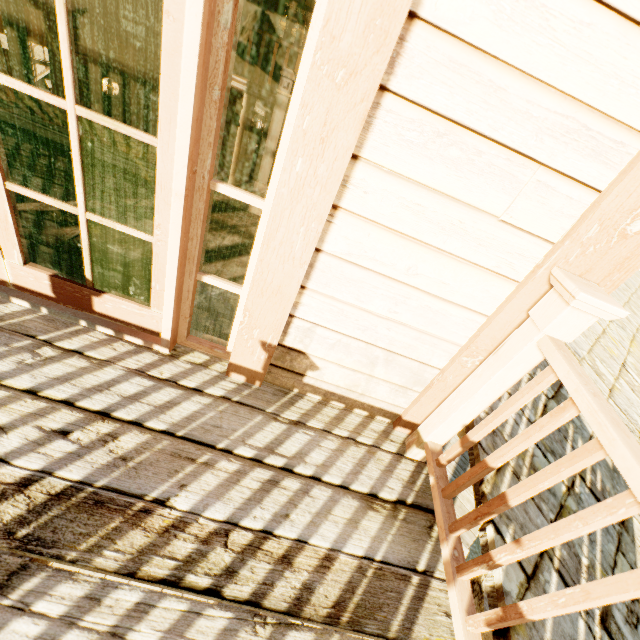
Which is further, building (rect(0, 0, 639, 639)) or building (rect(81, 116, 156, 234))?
building (rect(81, 116, 156, 234))

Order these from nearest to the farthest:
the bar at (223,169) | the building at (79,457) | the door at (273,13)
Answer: the building at (79,457), the bar at (223,169), the door at (273,13)

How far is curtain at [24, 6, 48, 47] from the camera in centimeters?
711cm

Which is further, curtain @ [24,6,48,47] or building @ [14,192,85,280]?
curtain @ [24,6,48,47]

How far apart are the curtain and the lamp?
0.82m

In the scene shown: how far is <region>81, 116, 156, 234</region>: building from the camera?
2.2m

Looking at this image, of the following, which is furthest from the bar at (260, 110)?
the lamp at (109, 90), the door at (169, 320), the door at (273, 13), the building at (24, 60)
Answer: the door at (169, 320)

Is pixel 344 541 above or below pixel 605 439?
below
